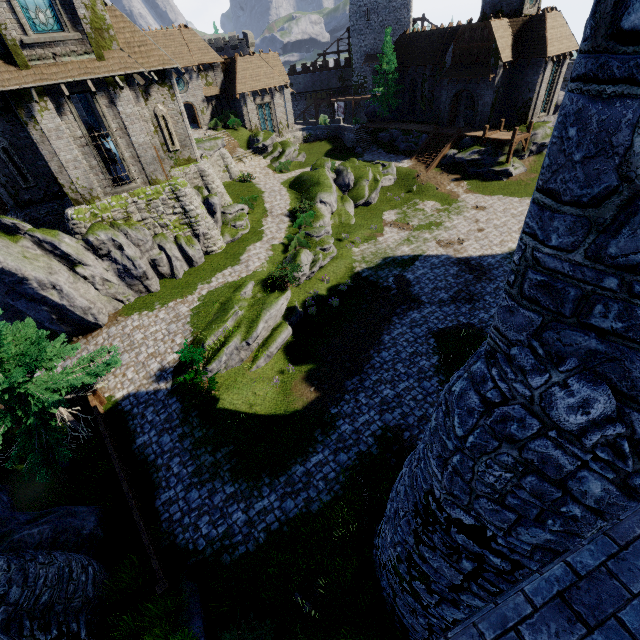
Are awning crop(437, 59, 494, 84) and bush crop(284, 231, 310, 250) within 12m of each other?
no

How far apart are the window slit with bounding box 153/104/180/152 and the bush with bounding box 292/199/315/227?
9.10m

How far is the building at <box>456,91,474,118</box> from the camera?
38.5 meters

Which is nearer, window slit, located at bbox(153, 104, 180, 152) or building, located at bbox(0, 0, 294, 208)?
building, located at bbox(0, 0, 294, 208)

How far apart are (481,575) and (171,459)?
12.5m

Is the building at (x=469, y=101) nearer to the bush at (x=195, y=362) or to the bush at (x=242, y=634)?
the bush at (x=195, y=362)

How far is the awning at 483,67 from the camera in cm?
3216

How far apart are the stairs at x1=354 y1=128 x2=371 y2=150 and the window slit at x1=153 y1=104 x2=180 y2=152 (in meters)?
26.03
